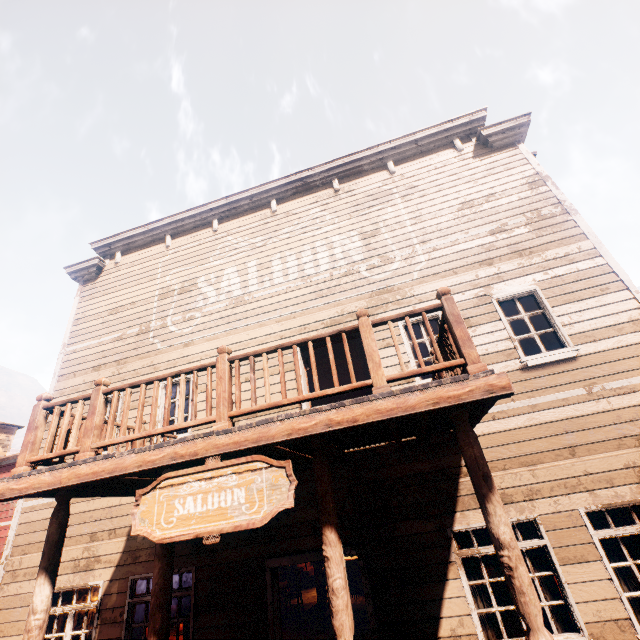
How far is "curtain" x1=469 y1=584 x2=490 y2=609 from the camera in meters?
4.9 m

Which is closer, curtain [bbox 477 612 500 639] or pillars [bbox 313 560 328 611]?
curtain [bbox 477 612 500 639]

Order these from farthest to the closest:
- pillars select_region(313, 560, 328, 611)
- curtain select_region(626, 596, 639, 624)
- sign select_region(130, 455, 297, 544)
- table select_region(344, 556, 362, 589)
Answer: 1. table select_region(344, 556, 362, 589)
2. pillars select_region(313, 560, 328, 611)
3. curtain select_region(626, 596, 639, 624)
4. sign select_region(130, 455, 297, 544)

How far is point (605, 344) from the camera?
5.89m

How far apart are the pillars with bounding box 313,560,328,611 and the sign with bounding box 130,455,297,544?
10.15m

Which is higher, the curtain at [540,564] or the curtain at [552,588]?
the curtain at [540,564]

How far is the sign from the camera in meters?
3.1 m

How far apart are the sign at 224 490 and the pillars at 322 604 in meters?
10.1 m
